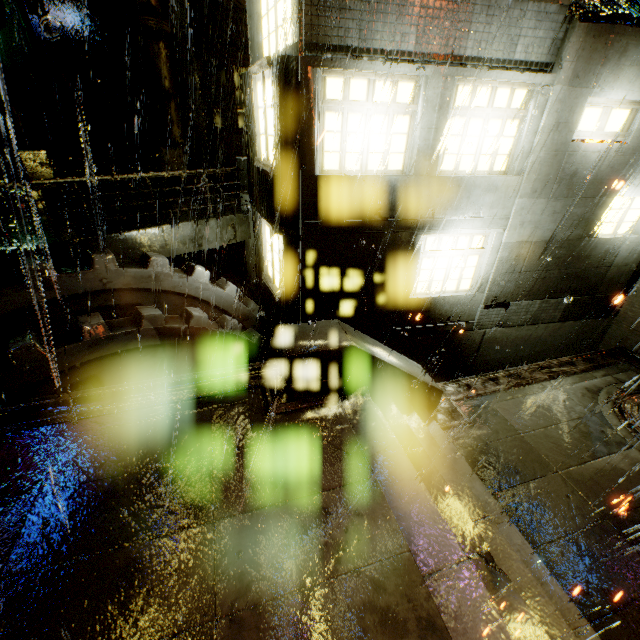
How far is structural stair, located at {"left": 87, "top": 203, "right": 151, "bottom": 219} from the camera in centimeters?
907cm

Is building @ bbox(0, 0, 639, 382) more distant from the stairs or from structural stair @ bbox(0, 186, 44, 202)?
the stairs

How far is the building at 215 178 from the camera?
14.94m

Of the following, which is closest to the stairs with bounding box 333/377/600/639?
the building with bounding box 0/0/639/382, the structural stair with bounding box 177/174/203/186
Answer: the building with bounding box 0/0/639/382

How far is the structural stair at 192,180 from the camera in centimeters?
1232cm

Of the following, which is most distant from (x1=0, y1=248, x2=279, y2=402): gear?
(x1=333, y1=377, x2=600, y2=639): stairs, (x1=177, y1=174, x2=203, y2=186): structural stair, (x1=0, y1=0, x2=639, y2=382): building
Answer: (x1=333, y1=377, x2=600, y2=639): stairs

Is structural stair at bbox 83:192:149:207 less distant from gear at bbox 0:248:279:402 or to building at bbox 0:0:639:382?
building at bbox 0:0:639:382

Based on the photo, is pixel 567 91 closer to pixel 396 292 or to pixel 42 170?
pixel 396 292
